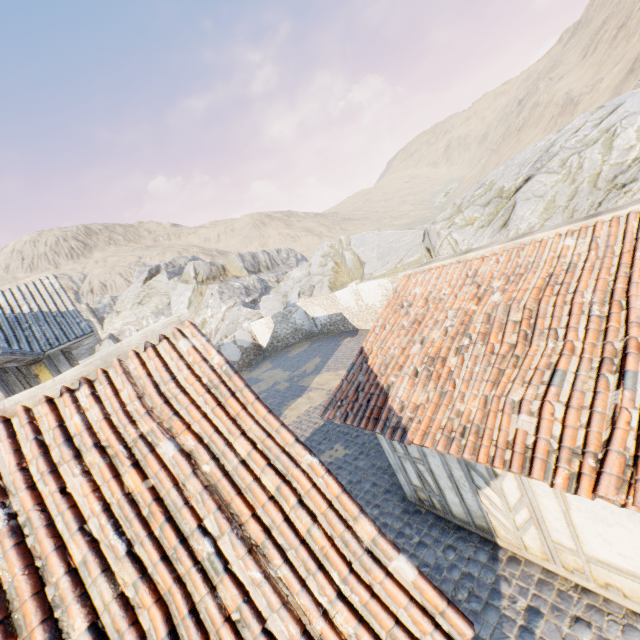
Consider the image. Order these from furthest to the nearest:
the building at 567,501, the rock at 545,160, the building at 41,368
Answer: the rock at 545,160 → the building at 41,368 → the building at 567,501

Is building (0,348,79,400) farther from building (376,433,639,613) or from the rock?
the rock

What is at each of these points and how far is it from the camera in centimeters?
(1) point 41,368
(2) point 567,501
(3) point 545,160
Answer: (1) building, 1112cm
(2) building, 420cm
(3) rock, 1459cm

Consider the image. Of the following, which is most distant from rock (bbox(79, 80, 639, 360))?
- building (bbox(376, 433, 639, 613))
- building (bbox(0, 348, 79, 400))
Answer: building (bbox(0, 348, 79, 400))

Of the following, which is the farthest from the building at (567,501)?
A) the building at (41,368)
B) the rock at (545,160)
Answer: the building at (41,368)

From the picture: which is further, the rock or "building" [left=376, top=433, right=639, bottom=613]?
the rock
